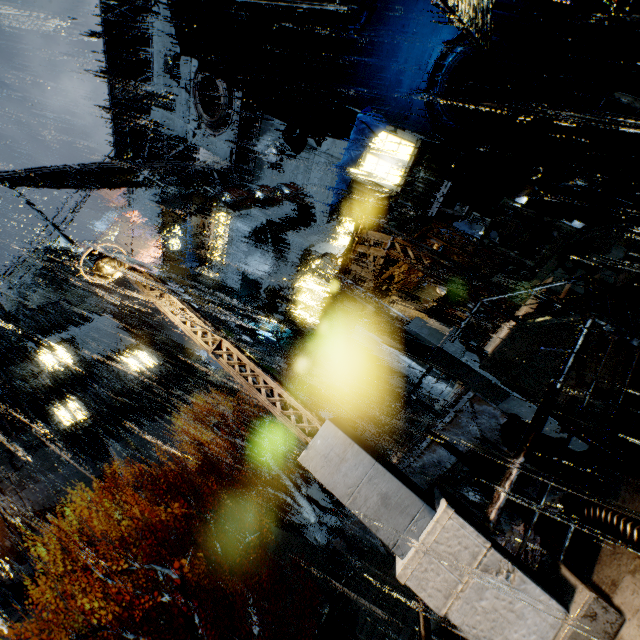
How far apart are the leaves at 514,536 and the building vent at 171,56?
38.33m

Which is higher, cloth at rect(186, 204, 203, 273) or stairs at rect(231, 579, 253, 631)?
cloth at rect(186, 204, 203, 273)

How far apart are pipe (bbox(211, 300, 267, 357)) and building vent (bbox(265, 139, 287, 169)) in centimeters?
1873cm

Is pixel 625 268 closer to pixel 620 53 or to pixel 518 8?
pixel 620 53

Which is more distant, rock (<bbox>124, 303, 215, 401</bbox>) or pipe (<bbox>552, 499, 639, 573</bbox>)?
rock (<bbox>124, 303, 215, 401</bbox>)

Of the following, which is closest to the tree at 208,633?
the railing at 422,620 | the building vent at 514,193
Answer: the railing at 422,620

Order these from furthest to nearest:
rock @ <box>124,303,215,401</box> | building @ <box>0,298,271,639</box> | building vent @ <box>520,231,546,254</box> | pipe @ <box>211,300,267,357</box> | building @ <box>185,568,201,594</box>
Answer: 1. rock @ <box>124,303,215,401</box>
2. pipe @ <box>211,300,267,357</box>
3. building @ <box>0,298,271,639</box>
4. building @ <box>185,568,201,594</box>
5. building vent @ <box>520,231,546,254</box>

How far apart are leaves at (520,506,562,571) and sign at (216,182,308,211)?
21.8 meters
